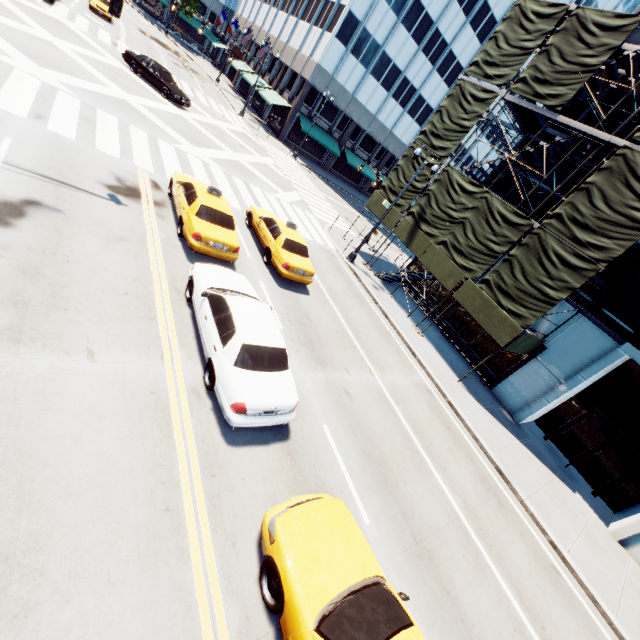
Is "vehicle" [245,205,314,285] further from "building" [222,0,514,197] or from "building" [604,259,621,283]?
"building" [222,0,514,197]

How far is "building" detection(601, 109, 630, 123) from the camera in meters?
15.9 m

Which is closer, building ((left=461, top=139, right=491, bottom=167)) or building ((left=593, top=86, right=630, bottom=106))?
building ((left=593, top=86, right=630, bottom=106))

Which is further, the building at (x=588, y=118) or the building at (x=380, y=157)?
the building at (x=380, y=157)

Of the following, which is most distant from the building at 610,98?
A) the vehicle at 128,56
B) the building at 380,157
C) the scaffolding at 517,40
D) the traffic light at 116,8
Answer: the building at 380,157

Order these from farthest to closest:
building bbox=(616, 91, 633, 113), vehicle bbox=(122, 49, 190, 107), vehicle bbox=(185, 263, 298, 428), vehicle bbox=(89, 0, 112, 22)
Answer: vehicle bbox=(89, 0, 112, 22) → vehicle bbox=(122, 49, 190, 107) → building bbox=(616, 91, 633, 113) → vehicle bbox=(185, 263, 298, 428)

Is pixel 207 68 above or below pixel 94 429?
above
